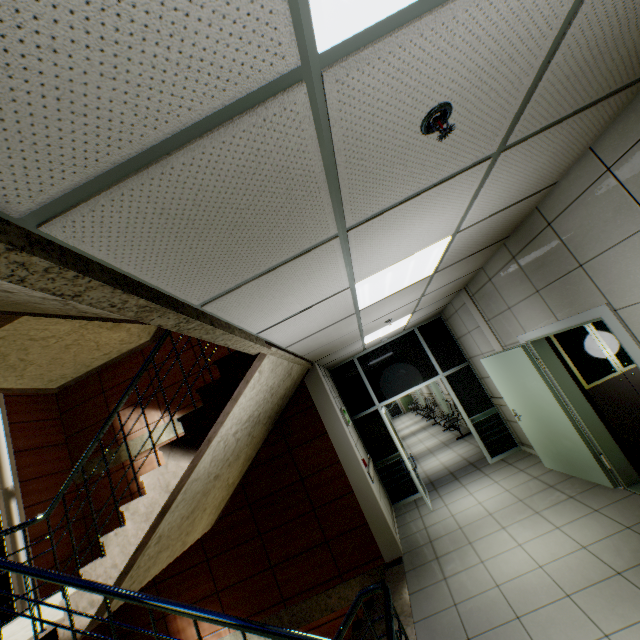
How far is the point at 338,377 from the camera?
7.63m

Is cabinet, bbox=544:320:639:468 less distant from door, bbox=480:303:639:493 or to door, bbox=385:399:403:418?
door, bbox=480:303:639:493

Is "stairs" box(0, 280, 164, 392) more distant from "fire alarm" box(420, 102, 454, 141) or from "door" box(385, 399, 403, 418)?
"door" box(385, 399, 403, 418)

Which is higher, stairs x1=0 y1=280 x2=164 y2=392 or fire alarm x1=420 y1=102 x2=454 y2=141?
stairs x1=0 y1=280 x2=164 y2=392

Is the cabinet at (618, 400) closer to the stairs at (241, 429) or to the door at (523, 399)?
the door at (523, 399)

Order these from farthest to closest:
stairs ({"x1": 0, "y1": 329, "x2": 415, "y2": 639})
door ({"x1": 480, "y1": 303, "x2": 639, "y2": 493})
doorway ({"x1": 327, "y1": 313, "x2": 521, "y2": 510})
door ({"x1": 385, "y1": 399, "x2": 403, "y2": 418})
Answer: door ({"x1": 385, "y1": 399, "x2": 403, "y2": 418})
doorway ({"x1": 327, "y1": 313, "x2": 521, "y2": 510})
door ({"x1": 480, "y1": 303, "x2": 639, "y2": 493})
stairs ({"x1": 0, "y1": 329, "x2": 415, "y2": 639})

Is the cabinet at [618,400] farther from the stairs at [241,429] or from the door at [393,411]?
the door at [393,411]

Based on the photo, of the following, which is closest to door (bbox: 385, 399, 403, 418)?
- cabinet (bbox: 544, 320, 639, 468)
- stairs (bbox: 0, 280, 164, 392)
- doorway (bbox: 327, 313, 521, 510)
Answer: doorway (bbox: 327, 313, 521, 510)
